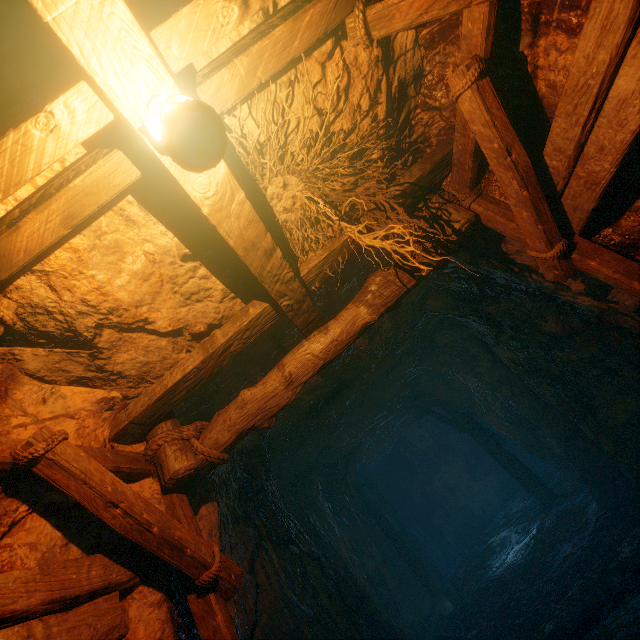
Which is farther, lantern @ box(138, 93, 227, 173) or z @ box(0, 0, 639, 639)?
z @ box(0, 0, 639, 639)

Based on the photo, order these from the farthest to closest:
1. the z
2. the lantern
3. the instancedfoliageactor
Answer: the instancedfoliageactor < the z < the lantern

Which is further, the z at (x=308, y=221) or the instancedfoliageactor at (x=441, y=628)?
the instancedfoliageactor at (x=441, y=628)

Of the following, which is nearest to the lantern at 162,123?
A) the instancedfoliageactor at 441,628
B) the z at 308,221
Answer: the z at 308,221

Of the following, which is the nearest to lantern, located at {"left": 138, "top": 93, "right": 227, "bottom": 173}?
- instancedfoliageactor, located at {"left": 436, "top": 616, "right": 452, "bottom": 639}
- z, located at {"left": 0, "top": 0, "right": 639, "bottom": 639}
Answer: z, located at {"left": 0, "top": 0, "right": 639, "bottom": 639}

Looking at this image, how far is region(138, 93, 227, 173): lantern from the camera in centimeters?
112cm

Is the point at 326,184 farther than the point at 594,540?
No

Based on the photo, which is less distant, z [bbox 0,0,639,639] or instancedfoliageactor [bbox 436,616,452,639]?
z [bbox 0,0,639,639]
